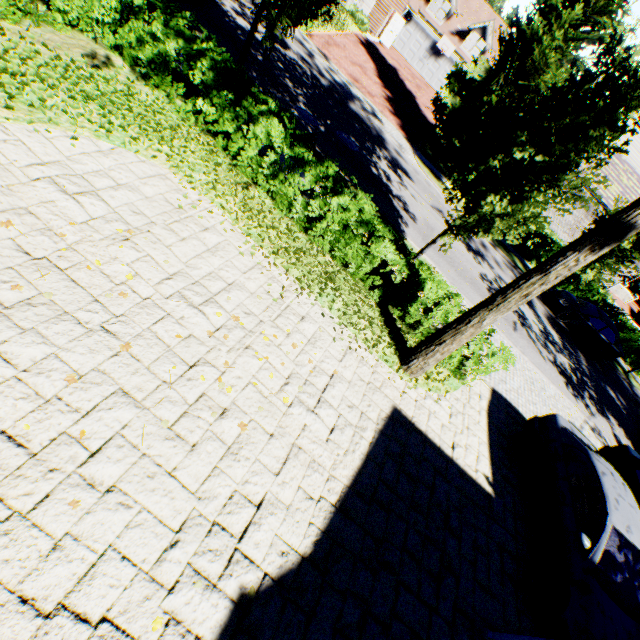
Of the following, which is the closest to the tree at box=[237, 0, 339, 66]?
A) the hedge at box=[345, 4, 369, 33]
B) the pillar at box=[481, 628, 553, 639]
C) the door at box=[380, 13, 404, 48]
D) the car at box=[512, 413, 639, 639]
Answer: the car at box=[512, 413, 639, 639]

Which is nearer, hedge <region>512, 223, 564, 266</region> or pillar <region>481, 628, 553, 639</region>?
pillar <region>481, 628, 553, 639</region>

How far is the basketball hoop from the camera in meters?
32.4

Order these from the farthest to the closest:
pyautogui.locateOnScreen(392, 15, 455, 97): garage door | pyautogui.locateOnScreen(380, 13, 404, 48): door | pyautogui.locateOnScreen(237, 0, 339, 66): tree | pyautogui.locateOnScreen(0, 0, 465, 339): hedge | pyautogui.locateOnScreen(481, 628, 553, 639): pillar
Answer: pyautogui.locateOnScreen(392, 15, 455, 97): garage door
pyautogui.locateOnScreen(380, 13, 404, 48): door
pyautogui.locateOnScreen(237, 0, 339, 66): tree
pyautogui.locateOnScreen(0, 0, 465, 339): hedge
pyautogui.locateOnScreen(481, 628, 553, 639): pillar

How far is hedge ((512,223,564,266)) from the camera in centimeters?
2019cm

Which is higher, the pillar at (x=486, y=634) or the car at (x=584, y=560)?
the car at (x=584, y=560)

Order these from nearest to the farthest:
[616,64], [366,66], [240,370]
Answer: [240,370] → [366,66] → [616,64]

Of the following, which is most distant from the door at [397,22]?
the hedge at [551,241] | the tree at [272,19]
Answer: the hedge at [551,241]
